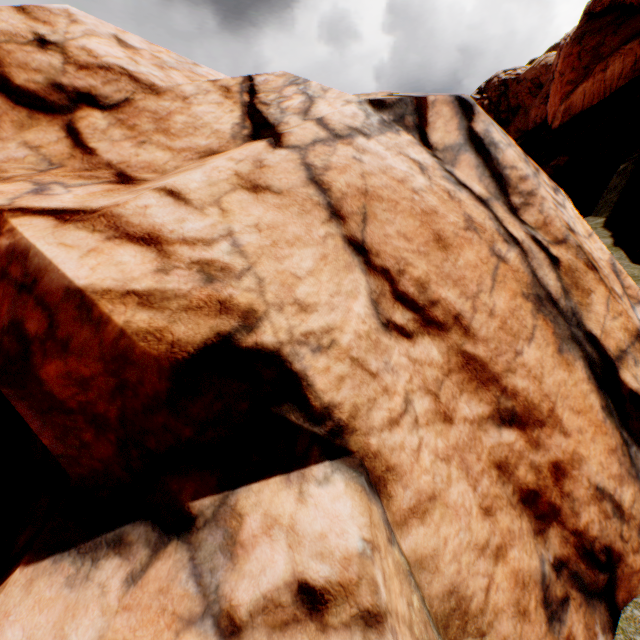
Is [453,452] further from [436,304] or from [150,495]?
[150,495]
